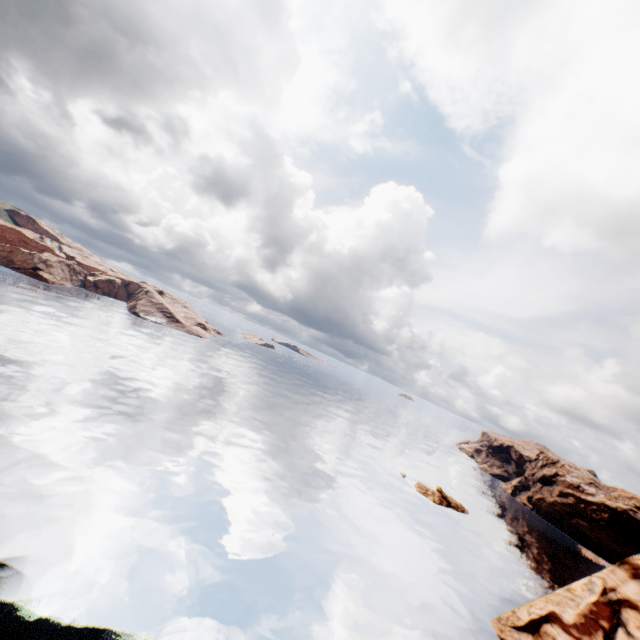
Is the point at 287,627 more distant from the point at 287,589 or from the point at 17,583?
the point at 17,583
